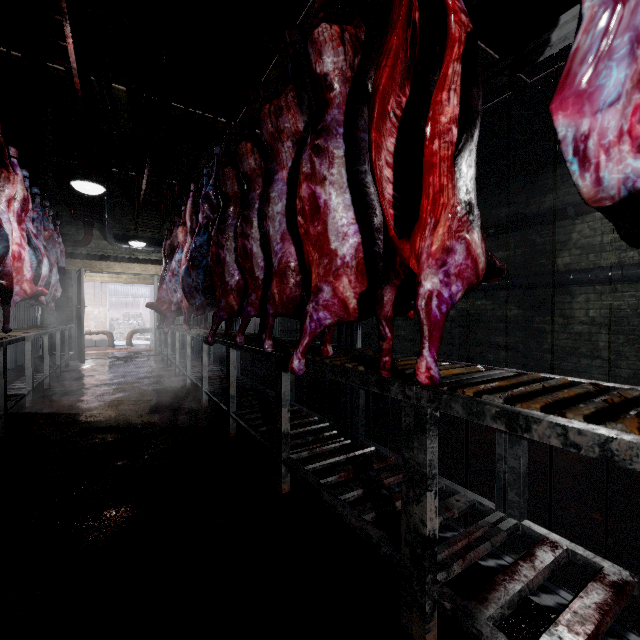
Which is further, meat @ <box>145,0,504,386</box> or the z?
the z

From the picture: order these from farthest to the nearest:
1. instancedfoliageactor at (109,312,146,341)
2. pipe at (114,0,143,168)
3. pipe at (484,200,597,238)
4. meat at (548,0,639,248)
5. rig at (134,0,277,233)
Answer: instancedfoliageactor at (109,312,146,341) < pipe at (484,200,597,238) < pipe at (114,0,143,168) < rig at (134,0,277,233) < meat at (548,0,639,248)

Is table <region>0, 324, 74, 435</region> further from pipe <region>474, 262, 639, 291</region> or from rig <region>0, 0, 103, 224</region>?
pipe <region>474, 262, 639, 291</region>

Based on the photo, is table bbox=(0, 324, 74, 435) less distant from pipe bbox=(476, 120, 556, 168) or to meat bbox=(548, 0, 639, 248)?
meat bbox=(548, 0, 639, 248)

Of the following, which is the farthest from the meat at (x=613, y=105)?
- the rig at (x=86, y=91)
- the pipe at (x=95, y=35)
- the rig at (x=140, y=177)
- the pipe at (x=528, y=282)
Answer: the pipe at (x=528, y=282)

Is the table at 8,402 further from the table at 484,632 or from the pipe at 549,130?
the pipe at 549,130

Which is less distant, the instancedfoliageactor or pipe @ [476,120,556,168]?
pipe @ [476,120,556,168]

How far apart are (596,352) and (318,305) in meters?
4.3 m
